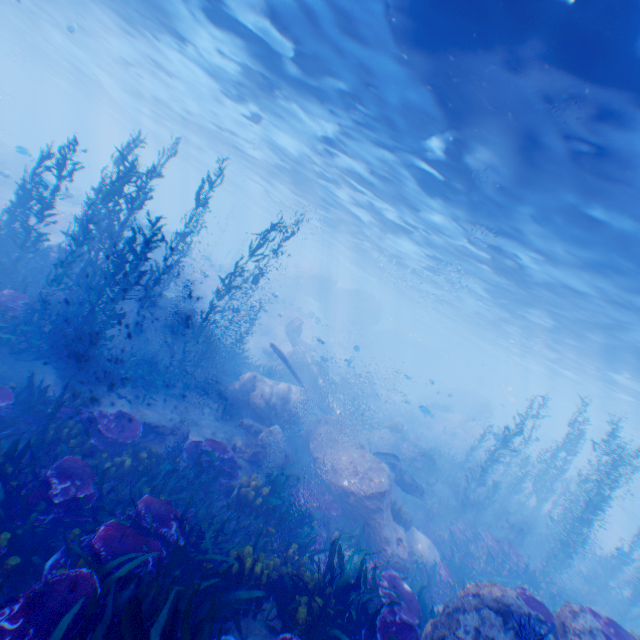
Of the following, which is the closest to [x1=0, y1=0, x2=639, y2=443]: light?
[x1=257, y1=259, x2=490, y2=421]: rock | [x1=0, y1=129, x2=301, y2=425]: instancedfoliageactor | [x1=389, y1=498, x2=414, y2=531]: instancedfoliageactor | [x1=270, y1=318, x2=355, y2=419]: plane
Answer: [x1=257, y1=259, x2=490, y2=421]: rock

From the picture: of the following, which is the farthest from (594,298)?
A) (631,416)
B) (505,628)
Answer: (631,416)

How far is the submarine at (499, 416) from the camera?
52.4 meters

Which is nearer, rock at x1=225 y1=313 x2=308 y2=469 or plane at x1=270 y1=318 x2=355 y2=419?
rock at x1=225 y1=313 x2=308 y2=469

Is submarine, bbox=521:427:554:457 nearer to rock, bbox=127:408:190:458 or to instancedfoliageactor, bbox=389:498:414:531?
instancedfoliageactor, bbox=389:498:414:531

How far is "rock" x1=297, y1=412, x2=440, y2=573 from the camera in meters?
9.9

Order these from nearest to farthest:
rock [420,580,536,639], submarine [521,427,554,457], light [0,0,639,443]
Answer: rock [420,580,536,639]
light [0,0,639,443]
submarine [521,427,554,457]

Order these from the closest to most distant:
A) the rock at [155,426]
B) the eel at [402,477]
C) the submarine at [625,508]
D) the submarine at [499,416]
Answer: the rock at [155,426], the eel at [402,477], the submarine at [625,508], the submarine at [499,416]
